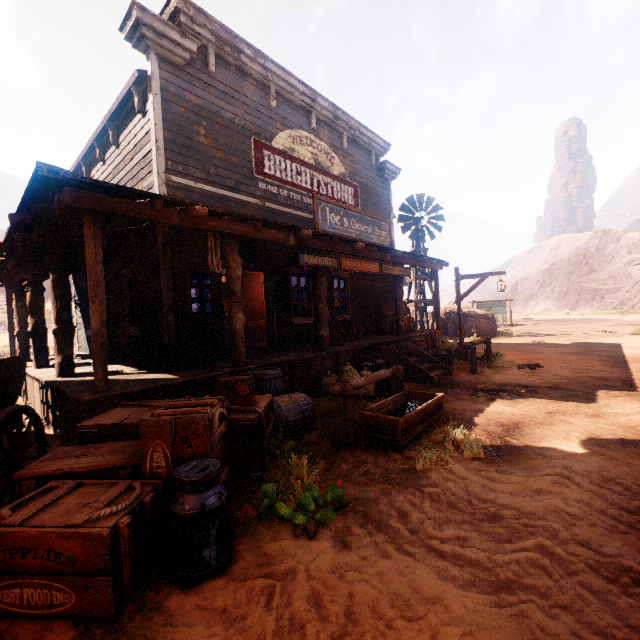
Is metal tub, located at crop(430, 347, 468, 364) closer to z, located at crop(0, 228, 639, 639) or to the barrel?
z, located at crop(0, 228, 639, 639)

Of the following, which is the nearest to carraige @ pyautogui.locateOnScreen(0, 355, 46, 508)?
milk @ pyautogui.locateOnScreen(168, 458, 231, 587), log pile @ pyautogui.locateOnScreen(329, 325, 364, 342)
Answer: milk @ pyautogui.locateOnScreen(168, 458, 231, 587)

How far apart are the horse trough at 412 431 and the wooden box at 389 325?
6.1 meters

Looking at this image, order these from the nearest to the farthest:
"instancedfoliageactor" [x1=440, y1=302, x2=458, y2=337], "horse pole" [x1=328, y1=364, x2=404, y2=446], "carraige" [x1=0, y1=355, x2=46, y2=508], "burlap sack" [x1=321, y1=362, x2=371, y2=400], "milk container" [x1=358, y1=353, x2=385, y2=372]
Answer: "carraige" [x1=0, y1=355, x2=46, y2=508], "horse pole" [x1=328, y1=364, x2=404, y2=446], "burlap sack" [x1=321, y1=362, x2=371, y2=400], "milk container" [x1=358, y1=353, x2=385, y2=372], "instancedfoliageactor" [x1=440, y1=302, x2=458, y2=337]

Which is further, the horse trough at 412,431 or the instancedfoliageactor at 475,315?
the instancedfoliageactor at 475,315

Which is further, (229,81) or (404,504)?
(229,81)

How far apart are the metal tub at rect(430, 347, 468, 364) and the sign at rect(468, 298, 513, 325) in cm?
1761

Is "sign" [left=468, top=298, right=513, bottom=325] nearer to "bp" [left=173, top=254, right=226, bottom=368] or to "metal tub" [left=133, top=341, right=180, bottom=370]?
"bp" [left=173, top=254, right=226, bottom=368]
